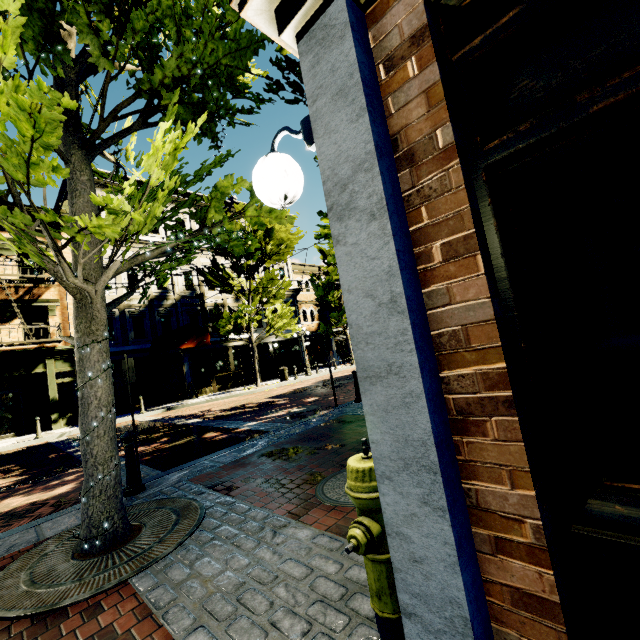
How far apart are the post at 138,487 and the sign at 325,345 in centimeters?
486cm

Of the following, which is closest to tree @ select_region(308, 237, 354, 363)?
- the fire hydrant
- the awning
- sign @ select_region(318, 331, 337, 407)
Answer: the awning

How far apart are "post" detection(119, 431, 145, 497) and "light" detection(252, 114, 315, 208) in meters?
4.4

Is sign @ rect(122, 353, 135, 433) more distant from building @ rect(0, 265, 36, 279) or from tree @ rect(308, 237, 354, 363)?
building @ rect(0, 265, 36, 279)

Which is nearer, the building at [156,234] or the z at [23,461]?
the z at [23,461]

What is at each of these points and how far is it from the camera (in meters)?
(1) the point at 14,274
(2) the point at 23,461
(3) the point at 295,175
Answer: (1) building, 14.22
(2) z, 9.45
(3) light, 1.83

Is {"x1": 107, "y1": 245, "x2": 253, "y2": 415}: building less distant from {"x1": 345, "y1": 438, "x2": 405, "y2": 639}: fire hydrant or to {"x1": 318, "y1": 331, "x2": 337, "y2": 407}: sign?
→ {"x1": 318, "y1": 331, "x2": 337, "y2": 407}: sign

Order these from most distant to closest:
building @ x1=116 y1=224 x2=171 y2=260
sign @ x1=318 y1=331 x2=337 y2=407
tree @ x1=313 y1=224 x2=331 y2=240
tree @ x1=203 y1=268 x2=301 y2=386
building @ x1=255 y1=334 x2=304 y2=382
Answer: building @ x1=255 y1=334 x2=304 y2=382, building @ x1=116 y1=224 x2=171 y2=260, tree @ x1=203 y1=268 x2=301 y2=386, tree @ x1=313 y1=224 x2=331 y2=240, sign @ x1=318 y1=331 x2=337 y2=407
